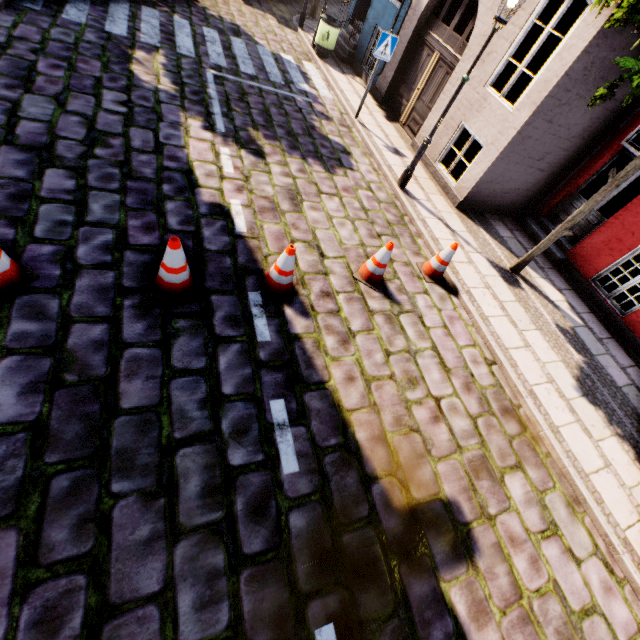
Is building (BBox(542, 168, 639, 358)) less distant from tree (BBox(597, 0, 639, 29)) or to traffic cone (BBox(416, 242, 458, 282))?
tree (BBox(597, 0, 639, 29))

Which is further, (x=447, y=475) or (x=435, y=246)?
(x=435, y=246)

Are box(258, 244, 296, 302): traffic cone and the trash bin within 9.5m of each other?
no

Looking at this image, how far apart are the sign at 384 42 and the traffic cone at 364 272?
5.87m

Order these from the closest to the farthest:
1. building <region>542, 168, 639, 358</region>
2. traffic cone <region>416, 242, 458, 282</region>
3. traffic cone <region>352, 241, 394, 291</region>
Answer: traffic cone <region>352, 241, 394, 291</region>, traffic cone <region>416, 242, 458, 282</region>, building <region>542, 168, 639, 358</region>

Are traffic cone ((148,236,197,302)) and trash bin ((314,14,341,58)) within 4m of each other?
no

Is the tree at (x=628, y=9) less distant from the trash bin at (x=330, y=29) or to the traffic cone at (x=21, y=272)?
the traffic cone at (x=21, y=272)

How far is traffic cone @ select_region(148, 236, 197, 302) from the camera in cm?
350
